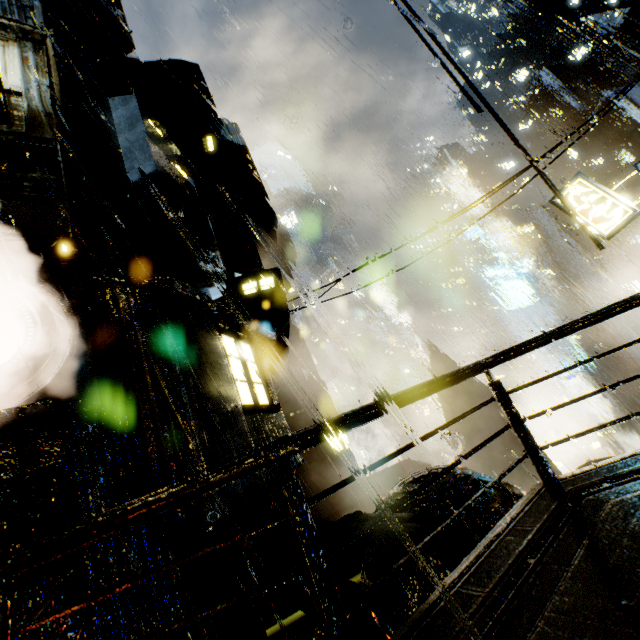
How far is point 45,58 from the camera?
7.8 meters

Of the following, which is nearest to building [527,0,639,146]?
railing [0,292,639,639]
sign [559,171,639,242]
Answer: railing [0,292,639,639]

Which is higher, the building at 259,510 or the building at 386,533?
the building at 259,510

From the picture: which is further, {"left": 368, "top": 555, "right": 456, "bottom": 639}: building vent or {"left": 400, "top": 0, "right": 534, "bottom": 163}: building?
{"left": 400, "top": 0, "right": 534, "bottom": 163}: building

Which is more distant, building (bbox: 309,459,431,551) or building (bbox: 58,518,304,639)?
building (bbox: 309,459,431,551)

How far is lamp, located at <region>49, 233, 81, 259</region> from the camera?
6.1m

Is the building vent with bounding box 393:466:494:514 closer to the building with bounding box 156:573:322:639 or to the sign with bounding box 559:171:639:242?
the building with bounding box 156:573:322:639

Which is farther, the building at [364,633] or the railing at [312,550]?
the building at [364,633]
